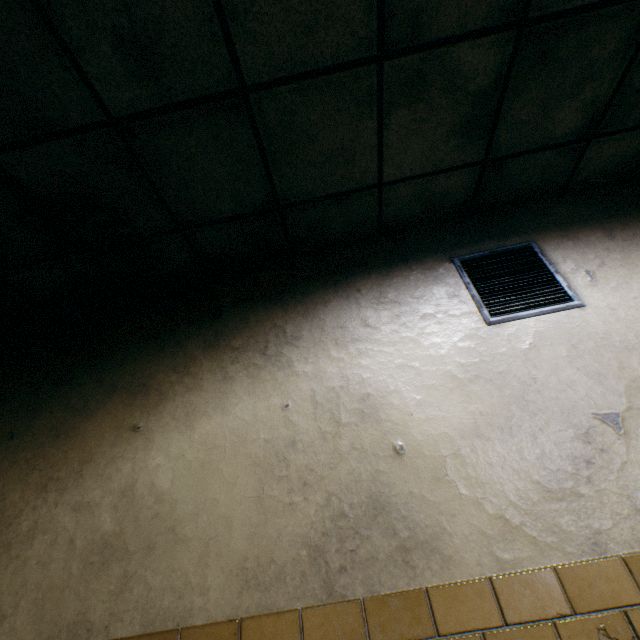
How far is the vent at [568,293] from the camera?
1.83m

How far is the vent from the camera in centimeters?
183cm

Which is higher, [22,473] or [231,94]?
[231,94]
